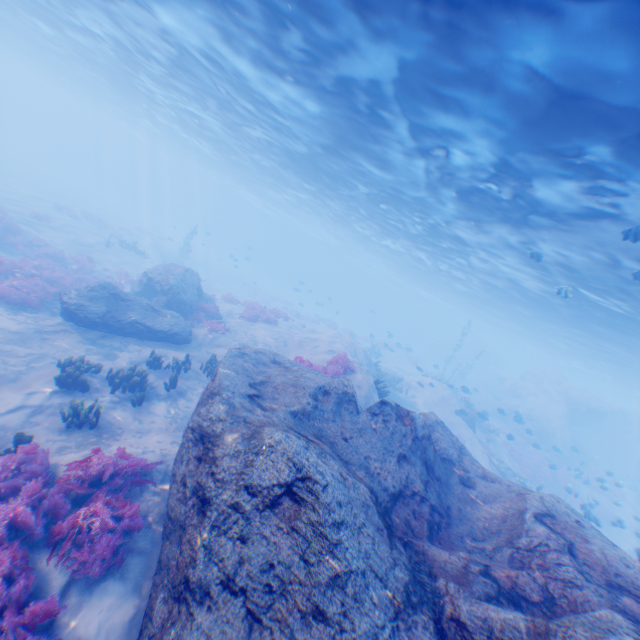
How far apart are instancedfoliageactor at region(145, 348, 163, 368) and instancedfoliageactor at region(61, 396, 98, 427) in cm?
337

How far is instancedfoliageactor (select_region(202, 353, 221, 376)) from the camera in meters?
13.2

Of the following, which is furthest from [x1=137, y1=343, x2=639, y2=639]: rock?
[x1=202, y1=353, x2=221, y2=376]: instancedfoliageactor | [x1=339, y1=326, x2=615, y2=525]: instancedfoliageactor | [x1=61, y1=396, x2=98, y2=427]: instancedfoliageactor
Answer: [x1=61, y1=396, x2=98, y2=427]: instancedfoliageactor

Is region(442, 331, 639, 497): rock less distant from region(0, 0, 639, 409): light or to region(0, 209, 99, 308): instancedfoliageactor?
region(0, 0, 639, 409): light

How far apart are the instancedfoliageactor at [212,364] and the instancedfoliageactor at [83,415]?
4.90m

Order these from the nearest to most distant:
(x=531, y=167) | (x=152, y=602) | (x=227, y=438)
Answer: (x=152, y=602) → (x=227, y=438) → (x=531, y=167)

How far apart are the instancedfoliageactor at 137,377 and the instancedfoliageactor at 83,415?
1.78m

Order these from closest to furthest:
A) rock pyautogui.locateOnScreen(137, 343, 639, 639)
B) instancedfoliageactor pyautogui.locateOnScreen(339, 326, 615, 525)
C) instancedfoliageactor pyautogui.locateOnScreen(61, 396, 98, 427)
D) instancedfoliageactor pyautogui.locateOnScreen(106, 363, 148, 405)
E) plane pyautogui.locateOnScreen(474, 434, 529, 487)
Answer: rock pyautogui.locateOnScreen(137, 343, 639, 639), instancedfoliageactor pyautogui.locateOnScreen(61, 396, 98, 427), instancedfoliageactor pyautogui.locateOnScreen(106, 363, 148, 405), plane pyautogui.locateOnScreen(474, 434, 529, 487), instancedfoliageactor pyautogui.locateOnScreen(339, 326, 615, 525)
